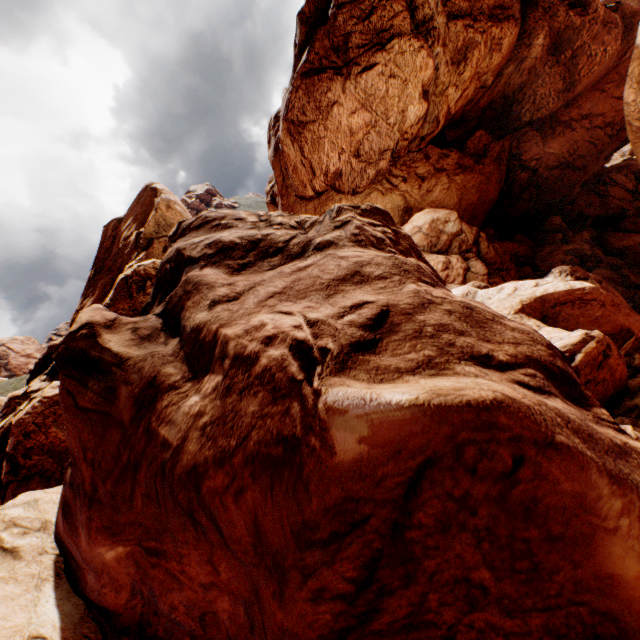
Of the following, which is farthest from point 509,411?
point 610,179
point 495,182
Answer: point 610,179
